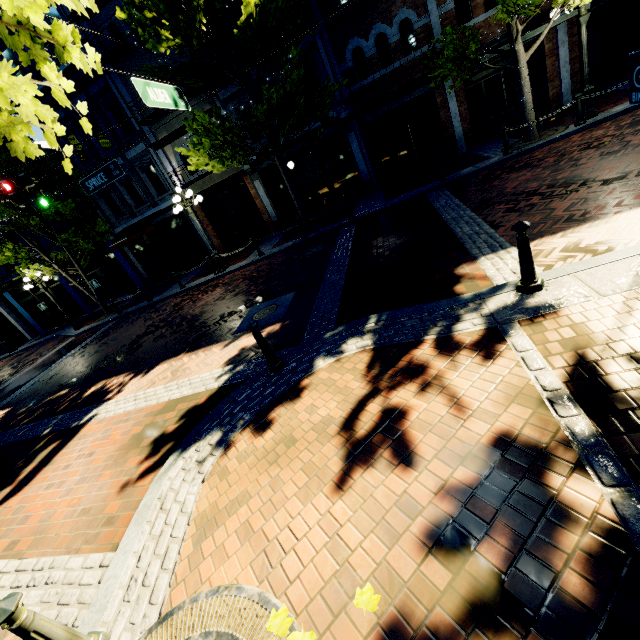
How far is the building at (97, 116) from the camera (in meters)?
14.66

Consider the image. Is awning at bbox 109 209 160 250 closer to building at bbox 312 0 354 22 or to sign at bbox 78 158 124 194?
building at bbox 312 0 354 22

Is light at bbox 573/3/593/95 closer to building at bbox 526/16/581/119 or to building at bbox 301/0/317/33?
building at bbox 301/0/317/33

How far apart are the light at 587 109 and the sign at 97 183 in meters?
13.1

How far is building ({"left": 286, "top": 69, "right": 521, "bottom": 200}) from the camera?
13.23m

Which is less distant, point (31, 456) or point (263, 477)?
point (263, 477)

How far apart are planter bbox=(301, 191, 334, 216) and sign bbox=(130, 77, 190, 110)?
8.5m

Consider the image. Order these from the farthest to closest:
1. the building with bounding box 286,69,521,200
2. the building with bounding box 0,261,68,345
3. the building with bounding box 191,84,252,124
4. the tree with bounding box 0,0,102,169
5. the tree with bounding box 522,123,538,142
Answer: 1. the building with bounding box 0,261,68,345
2. the building with bounding box 191,84,252,124
3. the building with bounding box 286,69,521,200
4. the tree with bounding box 522,123,538,142
5. the tree with bounding box 0,0,102,169
